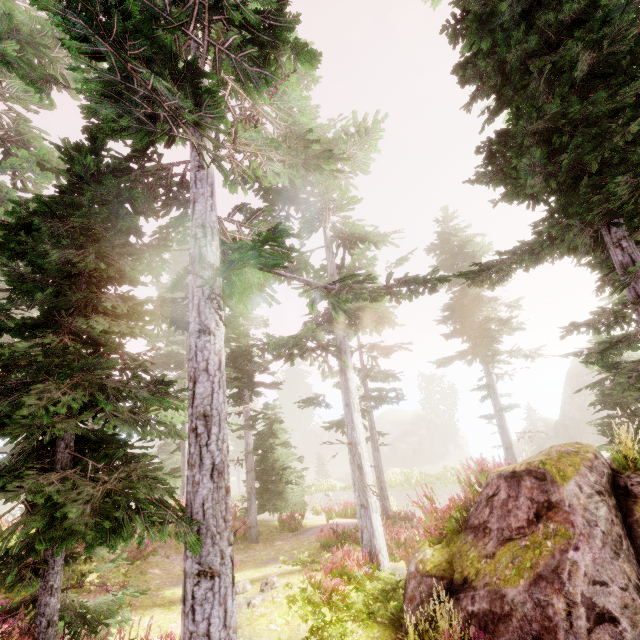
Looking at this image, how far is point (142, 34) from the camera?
5.1 meters

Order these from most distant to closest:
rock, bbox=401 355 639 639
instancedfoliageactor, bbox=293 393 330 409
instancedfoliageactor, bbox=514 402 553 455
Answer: instancedfoliageactor, bbox=514 402 553 455 → instancedfoliageactor, bbox=293 393 330 409 → rock, bbox=401 355 639 639

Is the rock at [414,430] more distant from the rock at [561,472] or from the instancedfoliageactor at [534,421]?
the rock at [561,472]

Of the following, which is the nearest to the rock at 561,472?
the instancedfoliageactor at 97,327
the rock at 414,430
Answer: the instancedfoliageactor at 97,327

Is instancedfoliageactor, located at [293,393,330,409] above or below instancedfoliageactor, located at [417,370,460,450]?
above

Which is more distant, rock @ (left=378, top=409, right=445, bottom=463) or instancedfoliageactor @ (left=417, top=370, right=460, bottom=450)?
instancedfoliageactor @ (left=417, top=370, right=460, bottom=450)

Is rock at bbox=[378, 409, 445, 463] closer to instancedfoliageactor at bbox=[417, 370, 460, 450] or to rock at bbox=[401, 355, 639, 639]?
instancedfoliageactor at bbox=[417, 370, 460, 450]

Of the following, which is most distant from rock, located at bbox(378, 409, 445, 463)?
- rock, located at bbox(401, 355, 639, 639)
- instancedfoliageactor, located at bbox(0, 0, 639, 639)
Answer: rock, located at bbox(401, 355, 639, 639)
